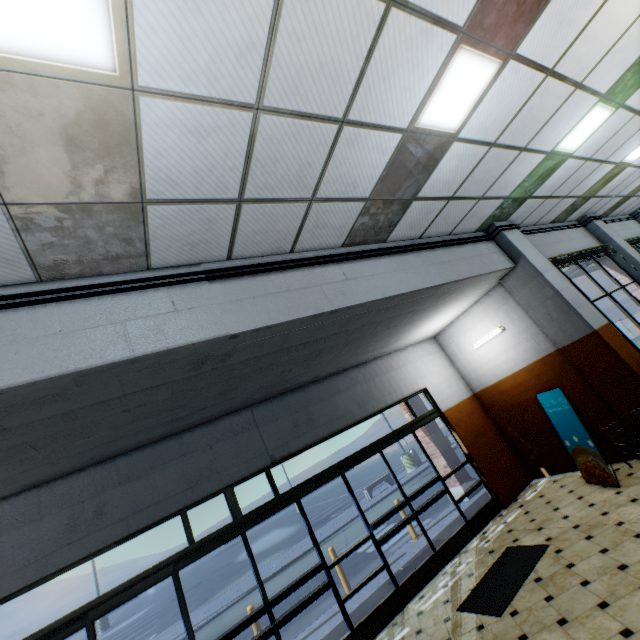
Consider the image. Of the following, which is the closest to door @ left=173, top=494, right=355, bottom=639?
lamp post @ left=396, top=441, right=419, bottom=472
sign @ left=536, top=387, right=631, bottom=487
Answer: sign @ left=536, top=387, right=631, bottom=487

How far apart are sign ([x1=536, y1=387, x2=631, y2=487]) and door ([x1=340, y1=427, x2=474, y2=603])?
2.26m

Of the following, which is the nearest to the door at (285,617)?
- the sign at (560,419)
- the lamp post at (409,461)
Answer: the sign at (560,419)

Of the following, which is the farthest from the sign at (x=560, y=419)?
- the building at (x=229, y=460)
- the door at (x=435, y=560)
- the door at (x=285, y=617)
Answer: the door at (x=285, y=617)

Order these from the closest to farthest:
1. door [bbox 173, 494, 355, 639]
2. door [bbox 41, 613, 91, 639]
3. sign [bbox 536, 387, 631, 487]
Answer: door [bbox 41, 613, 91, 639]
door [bbox 173, 494, 355, 639]
sign [bbox 536, 387, 631, 487]

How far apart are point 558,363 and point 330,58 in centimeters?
690cm

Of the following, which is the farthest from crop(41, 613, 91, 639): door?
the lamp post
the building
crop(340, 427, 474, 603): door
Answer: the lamp post

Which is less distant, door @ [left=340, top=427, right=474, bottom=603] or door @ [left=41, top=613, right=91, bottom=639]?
door @ [left=41, top=613, right=91, bottom=639]
